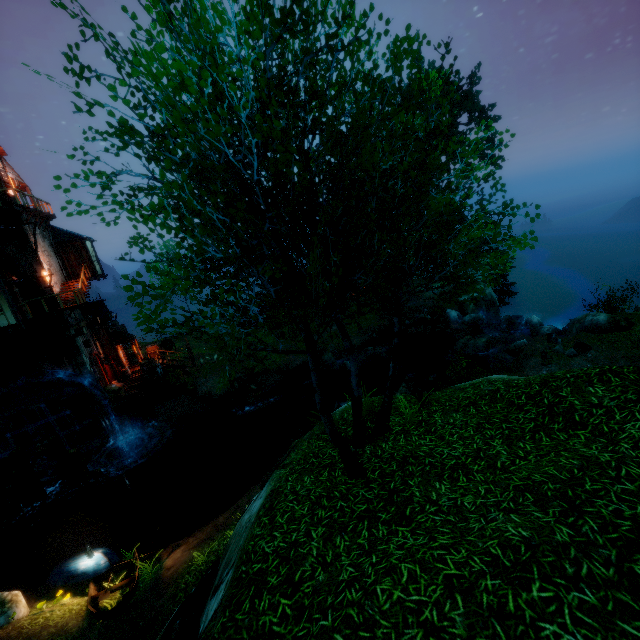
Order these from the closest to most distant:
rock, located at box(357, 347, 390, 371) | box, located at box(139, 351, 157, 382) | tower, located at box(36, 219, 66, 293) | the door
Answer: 1. tower, located at box(36, 219, 66, 293)
2. the door
3. box, located at box(139, 351, 157, 382)
4. rock, located at box(357, 347, 390, 371)

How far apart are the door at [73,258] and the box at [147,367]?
7.5 meters

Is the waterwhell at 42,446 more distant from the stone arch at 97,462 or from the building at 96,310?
the building at 96,310

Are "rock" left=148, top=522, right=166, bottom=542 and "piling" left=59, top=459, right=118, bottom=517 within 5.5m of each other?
no

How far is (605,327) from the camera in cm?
1838

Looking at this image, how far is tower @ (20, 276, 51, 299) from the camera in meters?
19.7

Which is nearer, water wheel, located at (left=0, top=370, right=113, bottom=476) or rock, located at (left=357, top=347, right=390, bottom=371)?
water wheel, located at (left=0, top=370, right=113, bottom=476)

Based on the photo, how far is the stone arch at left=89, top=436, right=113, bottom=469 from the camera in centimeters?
2170cm
